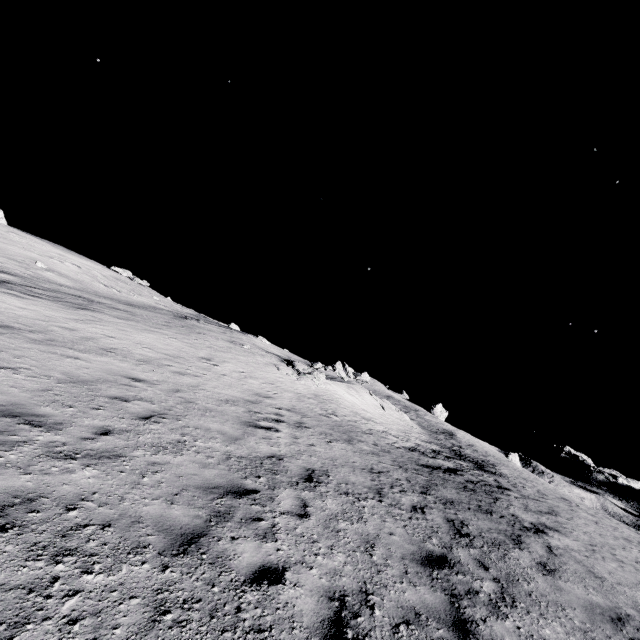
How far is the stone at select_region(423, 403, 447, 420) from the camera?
55.9 meters

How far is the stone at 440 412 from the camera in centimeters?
5591cm

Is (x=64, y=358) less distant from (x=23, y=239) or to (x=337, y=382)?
(x=337, y=382)
